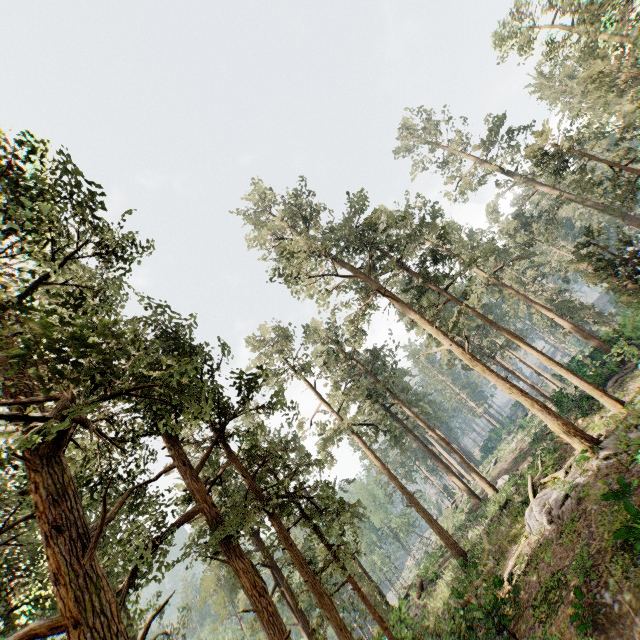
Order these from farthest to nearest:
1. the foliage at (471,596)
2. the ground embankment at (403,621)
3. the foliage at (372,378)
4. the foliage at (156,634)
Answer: the foliage at (156,634) → the ground embankment at (403,621) → the foliage at (471,596) → the foliage at (372,378)

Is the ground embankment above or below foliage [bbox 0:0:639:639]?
below

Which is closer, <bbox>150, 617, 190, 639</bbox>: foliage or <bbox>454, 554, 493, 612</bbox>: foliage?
<bbox>454, 554, 493, 612</bbox>: foliage

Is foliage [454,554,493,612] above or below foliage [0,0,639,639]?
below

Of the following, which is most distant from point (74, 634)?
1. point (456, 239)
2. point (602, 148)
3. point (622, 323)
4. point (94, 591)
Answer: point (456, 239)

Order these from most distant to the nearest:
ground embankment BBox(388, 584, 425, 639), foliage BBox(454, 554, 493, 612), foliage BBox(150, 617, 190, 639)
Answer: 1. foliage BBox(150, 617, 190, 639)
2. ground embankment BBox(388, 584, 425, 639)
3. foliage BBox(454, 554, 493, 612)

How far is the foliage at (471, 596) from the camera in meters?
12.5 m
